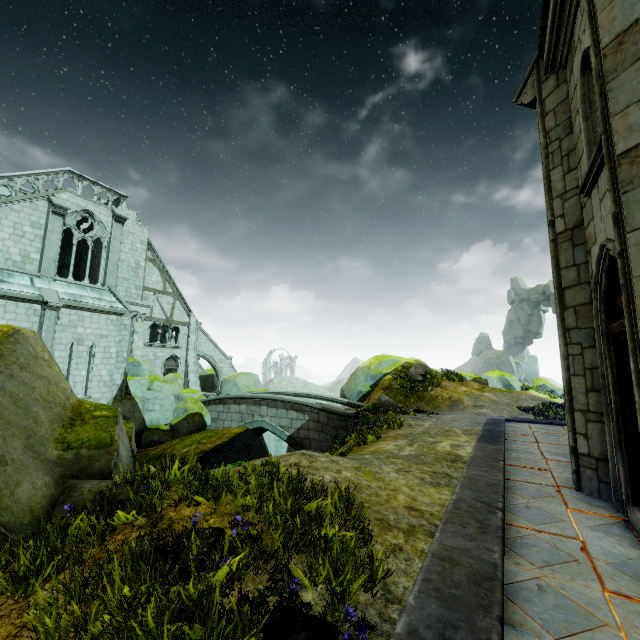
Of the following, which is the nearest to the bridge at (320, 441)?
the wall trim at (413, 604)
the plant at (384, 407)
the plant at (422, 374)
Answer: the plant at (384, 407)

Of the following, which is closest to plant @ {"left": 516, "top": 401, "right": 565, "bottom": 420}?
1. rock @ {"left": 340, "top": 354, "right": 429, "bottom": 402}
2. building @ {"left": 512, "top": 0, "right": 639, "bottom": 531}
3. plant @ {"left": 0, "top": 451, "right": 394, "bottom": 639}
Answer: rock @ {"left": 340, "top": 354, "right": 429, "bottom": 402}

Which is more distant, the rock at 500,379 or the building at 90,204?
the rock at 500,379

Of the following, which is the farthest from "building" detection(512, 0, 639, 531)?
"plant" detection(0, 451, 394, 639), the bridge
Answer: "plant" detection(0, 451, 394, 639)

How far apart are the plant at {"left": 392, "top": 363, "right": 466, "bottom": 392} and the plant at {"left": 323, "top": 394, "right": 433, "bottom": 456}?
6.6 meters

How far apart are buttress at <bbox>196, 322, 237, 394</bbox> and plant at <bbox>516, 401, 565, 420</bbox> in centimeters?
2525cm

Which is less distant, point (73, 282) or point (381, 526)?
point (381, 526)

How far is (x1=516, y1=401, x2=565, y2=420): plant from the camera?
14.44m
